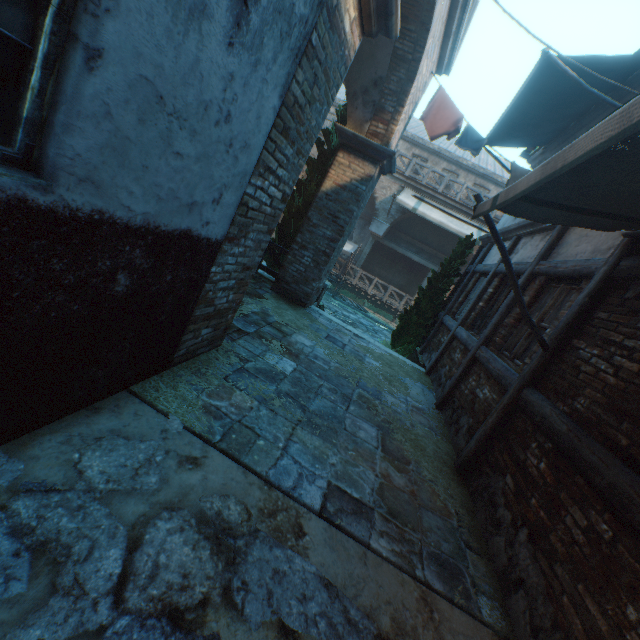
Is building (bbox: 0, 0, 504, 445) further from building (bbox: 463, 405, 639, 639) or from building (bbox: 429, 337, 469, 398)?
building (bbox: 463, 405, 639, 639)

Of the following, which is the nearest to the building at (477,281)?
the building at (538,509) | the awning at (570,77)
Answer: the awning at (570,77)

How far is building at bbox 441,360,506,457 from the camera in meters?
4.5

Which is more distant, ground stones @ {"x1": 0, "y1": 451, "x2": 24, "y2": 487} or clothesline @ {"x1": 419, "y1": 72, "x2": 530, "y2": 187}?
clothesline @ {"x1": 419, "y1": 72, "x2": 530, "y2": 187}

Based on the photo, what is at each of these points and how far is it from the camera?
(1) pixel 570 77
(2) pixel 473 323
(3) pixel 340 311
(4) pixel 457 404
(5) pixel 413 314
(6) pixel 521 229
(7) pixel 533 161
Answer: (1) awning, 4.91m
(2) building, 7.16m
(3) ground stones, 15.04m
(4) building, 5.45m
(5) tree, 10.30m
(6) building, 6.93m
(7) building, 9.26m

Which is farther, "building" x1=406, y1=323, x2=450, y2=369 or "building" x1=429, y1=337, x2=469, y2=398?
"building" x1=406, y1=323, x2=450, y2=369

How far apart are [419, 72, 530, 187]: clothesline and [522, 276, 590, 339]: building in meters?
2.9

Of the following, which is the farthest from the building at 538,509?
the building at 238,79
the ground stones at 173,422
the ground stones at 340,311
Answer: the ground stones at 340,311
